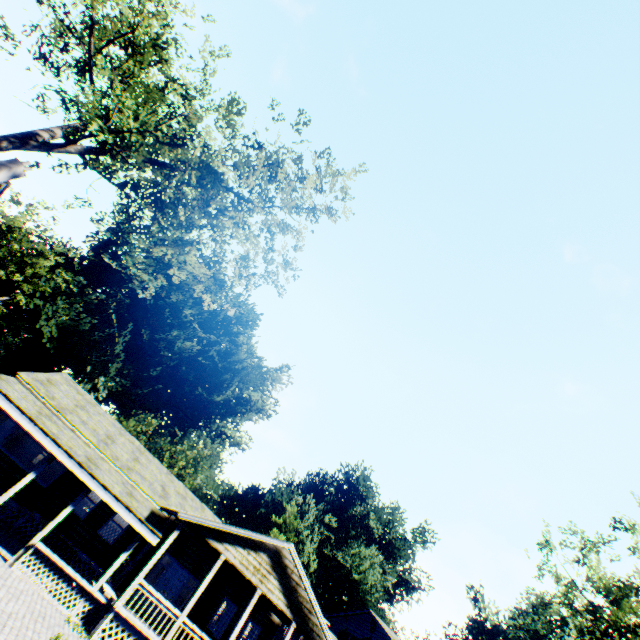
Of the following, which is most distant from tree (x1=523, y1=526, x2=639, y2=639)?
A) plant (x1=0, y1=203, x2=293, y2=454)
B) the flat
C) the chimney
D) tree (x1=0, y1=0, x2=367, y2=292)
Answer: the chimney

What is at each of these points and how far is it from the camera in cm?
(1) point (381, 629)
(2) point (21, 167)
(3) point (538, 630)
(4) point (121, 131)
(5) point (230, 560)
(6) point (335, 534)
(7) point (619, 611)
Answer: (1) house, 2897
(2) chimney, 1978
(3) plant, 5706
(4) tree, 1195
(5) flat, 1514
(6) plant, 4625
(7) tree, 2436

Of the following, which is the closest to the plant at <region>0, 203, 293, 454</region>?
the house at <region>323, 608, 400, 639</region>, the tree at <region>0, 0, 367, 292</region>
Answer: the house at <region>323, 608, 400, 639</region>

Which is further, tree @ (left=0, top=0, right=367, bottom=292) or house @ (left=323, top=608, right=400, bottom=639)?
house @ (left=323, top=608, right=400, bottom=639)

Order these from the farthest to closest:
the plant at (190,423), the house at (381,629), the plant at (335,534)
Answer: the plant at (335,534)
the plant at (190,423)
the house at (381,629)

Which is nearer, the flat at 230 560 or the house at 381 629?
the flat at 230 560

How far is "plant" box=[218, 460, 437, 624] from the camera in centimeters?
3981cm

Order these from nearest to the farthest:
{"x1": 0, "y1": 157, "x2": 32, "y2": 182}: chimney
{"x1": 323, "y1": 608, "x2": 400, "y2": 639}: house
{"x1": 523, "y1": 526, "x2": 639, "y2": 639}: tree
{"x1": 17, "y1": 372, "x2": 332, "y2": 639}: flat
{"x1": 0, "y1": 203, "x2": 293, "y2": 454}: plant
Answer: {"x1": 17, "y1": 372, "x2": 332, "y2": 639}: flat, {"x1": 0, "y1": 157, "x2": 32, "y2": 182}: chimney, {"x1": 523, "y1": 526, "x2": 639, "y2": 639}: tree, {"x1": 323, "y1": 608, "x2": 400, "y2": 639}: house, {"x1": 0, "y1": 203, "x2": 293, "y2": 454}: plant
